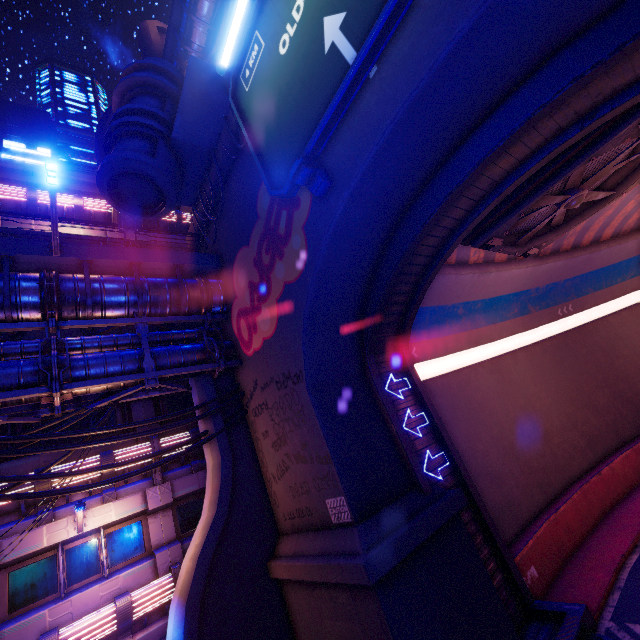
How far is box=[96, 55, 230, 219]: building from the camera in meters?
11.4 m

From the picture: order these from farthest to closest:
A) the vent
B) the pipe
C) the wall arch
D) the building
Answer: the building → the pipe → the vent → the wall arch

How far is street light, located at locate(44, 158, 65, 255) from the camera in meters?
8.6 m

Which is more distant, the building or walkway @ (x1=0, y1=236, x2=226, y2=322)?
the building

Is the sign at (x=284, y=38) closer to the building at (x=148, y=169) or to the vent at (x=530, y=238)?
the building at (x=148, y=169)

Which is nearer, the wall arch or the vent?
the wall arch

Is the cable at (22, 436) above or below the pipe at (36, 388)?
below

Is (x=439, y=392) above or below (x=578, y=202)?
below
